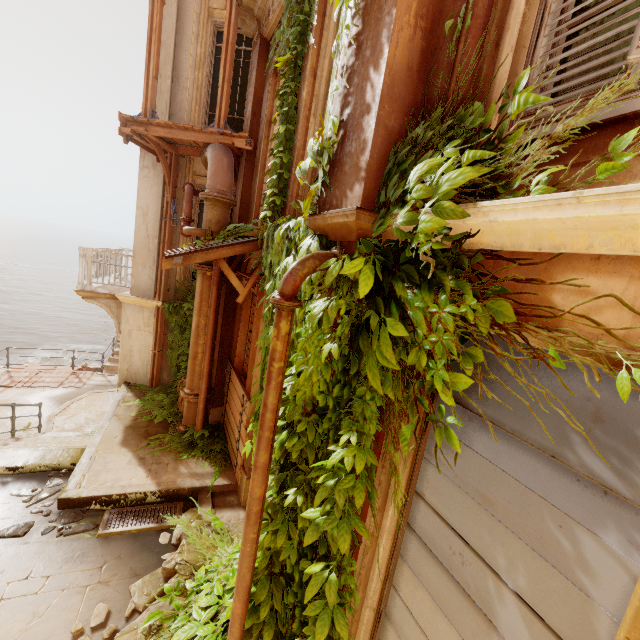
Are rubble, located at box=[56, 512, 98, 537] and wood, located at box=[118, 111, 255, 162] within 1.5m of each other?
no

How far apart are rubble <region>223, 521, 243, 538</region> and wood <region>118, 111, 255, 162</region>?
6.76m

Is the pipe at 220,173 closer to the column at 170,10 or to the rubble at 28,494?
the column at 170,10

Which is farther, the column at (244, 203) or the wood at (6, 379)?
the wood at (6, 379)

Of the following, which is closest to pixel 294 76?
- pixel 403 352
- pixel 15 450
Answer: pixel 403 352

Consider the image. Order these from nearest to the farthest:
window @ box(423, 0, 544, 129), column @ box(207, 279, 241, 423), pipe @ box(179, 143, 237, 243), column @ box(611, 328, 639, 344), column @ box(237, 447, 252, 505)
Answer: column @ box(611, 328, 639, 344)
window @ box(423, 0, 544, 129)
column @ box(237, 447, 252, 505)
pipe @ box(179, 143, 237, 243)
column @ box(207, 279, 241, 423)

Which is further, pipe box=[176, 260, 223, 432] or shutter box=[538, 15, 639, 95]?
pipe box=[176, 260, 223, 432]

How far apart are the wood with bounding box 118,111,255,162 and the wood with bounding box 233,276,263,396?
2.52m
